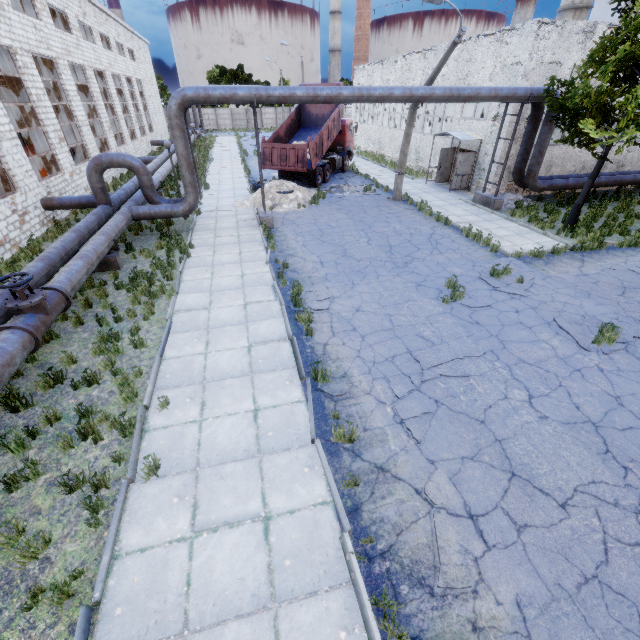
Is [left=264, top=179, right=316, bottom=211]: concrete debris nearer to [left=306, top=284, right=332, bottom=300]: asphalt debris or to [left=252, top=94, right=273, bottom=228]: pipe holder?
[left=252, top=94, right=273, bottom=228]: pipe holder

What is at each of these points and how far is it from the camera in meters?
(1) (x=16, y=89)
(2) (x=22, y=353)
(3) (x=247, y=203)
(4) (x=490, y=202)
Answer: (1) column beam, 15.4 m
(2) pipe, 6.1 m
(3) concrete debris, 18.2 m
(4) pipe holder, 17.2 m

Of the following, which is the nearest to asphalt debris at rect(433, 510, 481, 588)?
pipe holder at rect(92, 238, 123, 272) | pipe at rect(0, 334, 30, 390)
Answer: pipe at rect(0, 334, 30, 390)

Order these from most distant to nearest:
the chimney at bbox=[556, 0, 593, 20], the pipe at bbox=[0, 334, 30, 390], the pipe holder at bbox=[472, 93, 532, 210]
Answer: the chimney at bbox=[556, 0, 593, 20] < the pipe holder at bbox=[472, 93, 532, 210] < the pipe at bbox=[0, 334, 30, 390]

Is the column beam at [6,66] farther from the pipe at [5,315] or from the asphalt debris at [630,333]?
the asphalt debris at [630,333]

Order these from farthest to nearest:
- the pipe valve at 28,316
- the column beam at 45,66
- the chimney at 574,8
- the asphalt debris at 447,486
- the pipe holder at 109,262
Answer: the chimney at 574,8 → the column beam at 45,66 → the pipe holder at 109,262 → the pipe valve at 28,316 → the asphalt debris at 447,486

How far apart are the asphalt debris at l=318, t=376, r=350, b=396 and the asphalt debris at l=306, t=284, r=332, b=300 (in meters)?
1.93

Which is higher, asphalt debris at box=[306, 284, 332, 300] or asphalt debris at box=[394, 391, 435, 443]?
asphalt debris at box=[306, 284, 332, 300]
